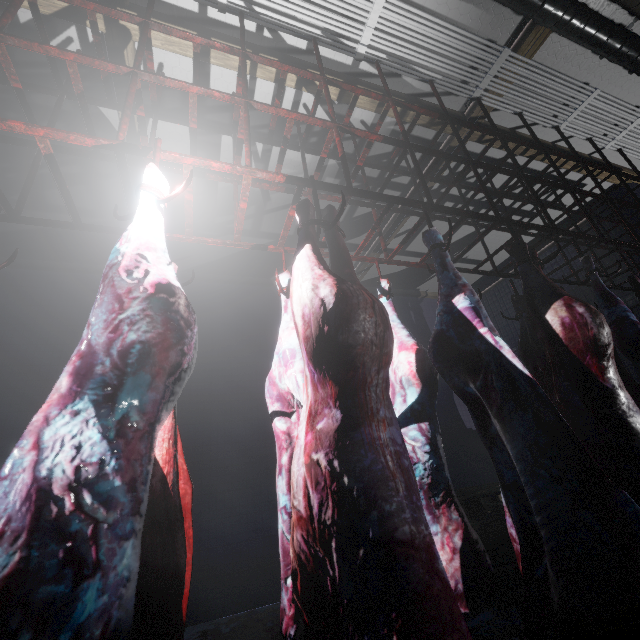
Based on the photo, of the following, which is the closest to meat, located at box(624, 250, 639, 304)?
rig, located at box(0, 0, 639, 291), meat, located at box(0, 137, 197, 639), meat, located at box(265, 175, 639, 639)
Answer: rig, located at box(0, 0, 639, 291)

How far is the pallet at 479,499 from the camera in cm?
272

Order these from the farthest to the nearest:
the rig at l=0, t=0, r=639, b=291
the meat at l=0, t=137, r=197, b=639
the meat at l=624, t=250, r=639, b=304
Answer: the meat at l=624, t=250, r=639, b=304 < the rig at l=0, t=0, r=639, b=291 < the meat at l=0, t=137, r=197, b=639

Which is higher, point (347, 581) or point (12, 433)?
point (12, 433)

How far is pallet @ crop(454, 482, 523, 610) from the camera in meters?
2.7 m

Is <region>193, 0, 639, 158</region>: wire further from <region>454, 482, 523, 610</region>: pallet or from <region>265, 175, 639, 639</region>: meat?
<region>454, 482, 523, 610</region>: pallet

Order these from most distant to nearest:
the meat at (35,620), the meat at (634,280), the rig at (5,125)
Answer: the meat at (634,280) → the rig at (5,125) → the meat at (35,620)

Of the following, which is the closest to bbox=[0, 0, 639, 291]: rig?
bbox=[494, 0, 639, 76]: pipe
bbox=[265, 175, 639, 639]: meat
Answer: bbox=[265, 175, 639, 639]: meat
